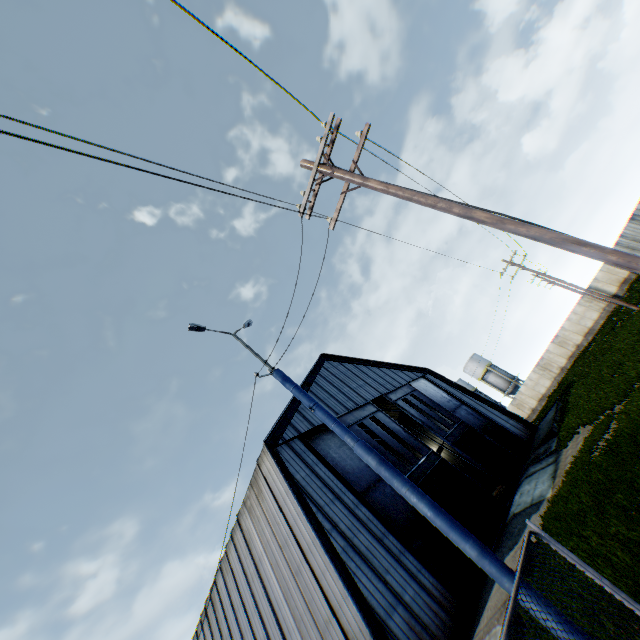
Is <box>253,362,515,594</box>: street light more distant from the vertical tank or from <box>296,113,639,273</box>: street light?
the vertical tank

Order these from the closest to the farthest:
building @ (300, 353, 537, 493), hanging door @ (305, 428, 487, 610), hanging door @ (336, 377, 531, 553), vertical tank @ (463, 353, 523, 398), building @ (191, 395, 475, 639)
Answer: building @ (191, 395, 475, 639) → hanging door @ (305, 428, 487, 610) → hanging door @ (336, 377, 531, 553) → building @ (300, 353, 537, 493) → vertical tank @ (463, 353, 523, 398)

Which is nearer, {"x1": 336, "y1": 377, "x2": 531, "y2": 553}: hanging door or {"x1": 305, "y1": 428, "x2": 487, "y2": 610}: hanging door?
{"x1": 305, "y1": 428, "x2": 487, "y2": 610}: hanging door

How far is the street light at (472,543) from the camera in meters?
4.9

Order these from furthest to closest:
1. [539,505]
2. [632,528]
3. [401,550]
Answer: [539,505]
[401,550]
[632,528]

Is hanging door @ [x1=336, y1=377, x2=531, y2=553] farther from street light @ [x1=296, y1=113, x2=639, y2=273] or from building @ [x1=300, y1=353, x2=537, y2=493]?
street light @ [x1=296, y1=113, x2=639, y2=273]

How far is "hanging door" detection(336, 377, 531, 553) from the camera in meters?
17.7 m

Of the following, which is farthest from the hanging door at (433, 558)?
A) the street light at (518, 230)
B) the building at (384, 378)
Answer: the street light at (518, 230)
